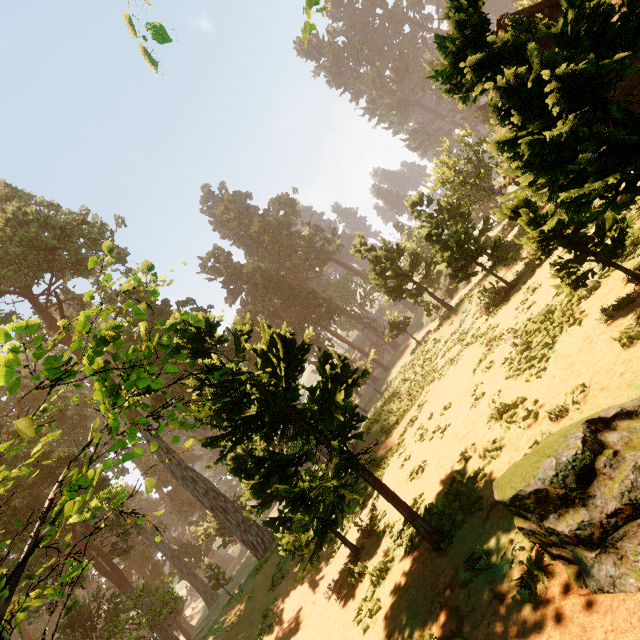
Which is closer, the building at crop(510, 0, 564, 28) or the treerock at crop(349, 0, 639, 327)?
the treerock at crop(349, 0, 639, 327)

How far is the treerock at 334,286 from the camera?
56.2m

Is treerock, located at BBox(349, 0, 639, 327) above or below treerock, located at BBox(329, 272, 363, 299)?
below

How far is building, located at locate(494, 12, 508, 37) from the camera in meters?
14.2 m

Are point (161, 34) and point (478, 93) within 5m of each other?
yes

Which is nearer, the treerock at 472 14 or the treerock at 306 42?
the treerock at 472 14

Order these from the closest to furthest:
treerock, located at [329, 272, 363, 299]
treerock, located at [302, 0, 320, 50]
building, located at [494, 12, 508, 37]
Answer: treerock, located at [302, 0, 320, 50] < building, located at [494, 12, 508, 37] < treerock, located at [329, 272, 363, 299]

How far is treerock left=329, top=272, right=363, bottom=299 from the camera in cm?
5616
